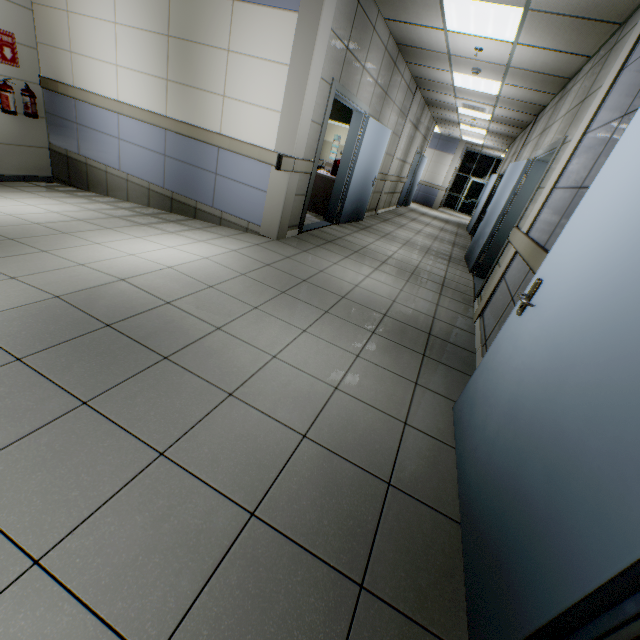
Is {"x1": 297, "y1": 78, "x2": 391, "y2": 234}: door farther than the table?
No

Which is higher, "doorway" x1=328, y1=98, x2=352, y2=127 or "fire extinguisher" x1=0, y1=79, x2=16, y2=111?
"doorway" x1=328, y1=98, x2=352, y2=127

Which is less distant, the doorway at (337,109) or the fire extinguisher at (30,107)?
the fire extinguisher at (30,107)

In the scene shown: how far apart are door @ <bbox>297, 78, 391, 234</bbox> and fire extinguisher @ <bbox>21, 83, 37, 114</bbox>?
4.7 meters

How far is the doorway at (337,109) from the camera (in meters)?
9.19

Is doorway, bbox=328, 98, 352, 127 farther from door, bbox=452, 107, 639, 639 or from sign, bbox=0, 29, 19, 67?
door, bbox=452, 107, 639, 639

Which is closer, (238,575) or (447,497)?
(238,575)

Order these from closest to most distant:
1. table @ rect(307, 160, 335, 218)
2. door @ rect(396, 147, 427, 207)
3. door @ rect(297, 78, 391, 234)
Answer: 1. door @ rect(297, 78, 391, 234)
2. table @ rect(307, 160, 335, 218)
3. door @ rect(396, 147, 427, 207)
